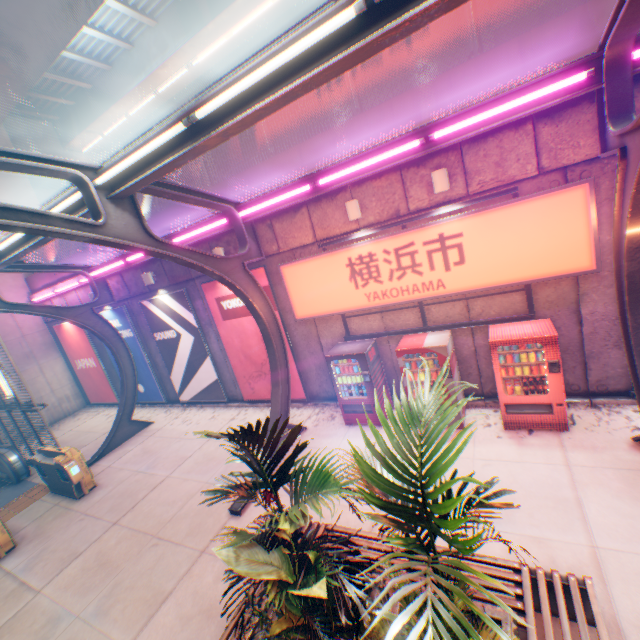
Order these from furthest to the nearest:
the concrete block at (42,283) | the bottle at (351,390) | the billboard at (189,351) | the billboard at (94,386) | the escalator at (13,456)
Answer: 1. the billboard at (94,386)
2. the concrete block at (42,283)
3. the billboard at (189,351)
4. the escalator at (13,456)
5. the bottle at (351,390)

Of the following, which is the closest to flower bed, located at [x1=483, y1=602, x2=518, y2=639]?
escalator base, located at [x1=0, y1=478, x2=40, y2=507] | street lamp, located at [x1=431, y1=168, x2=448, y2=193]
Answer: street lamp, located at [x1=431, y1=168, x2=448, y2=193]

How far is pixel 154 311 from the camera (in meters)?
11.98

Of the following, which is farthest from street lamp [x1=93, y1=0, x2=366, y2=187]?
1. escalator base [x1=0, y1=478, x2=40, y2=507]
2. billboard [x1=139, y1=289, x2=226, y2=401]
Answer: escalator base [x1=0, y1=478, x2=40, y2=507]

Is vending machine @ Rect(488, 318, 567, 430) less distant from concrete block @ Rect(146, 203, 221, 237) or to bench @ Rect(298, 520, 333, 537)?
bench @ Rect(298, 520, 333, 537)

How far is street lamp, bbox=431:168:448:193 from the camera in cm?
626

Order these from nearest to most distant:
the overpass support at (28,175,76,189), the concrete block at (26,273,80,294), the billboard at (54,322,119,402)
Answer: the concrete block at (26,273,80,294)
the billboard at (54,322,119,402)
the overpass support at (28,175,76,189)

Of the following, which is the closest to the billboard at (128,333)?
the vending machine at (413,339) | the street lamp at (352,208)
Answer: the street lamp at (352,208)
